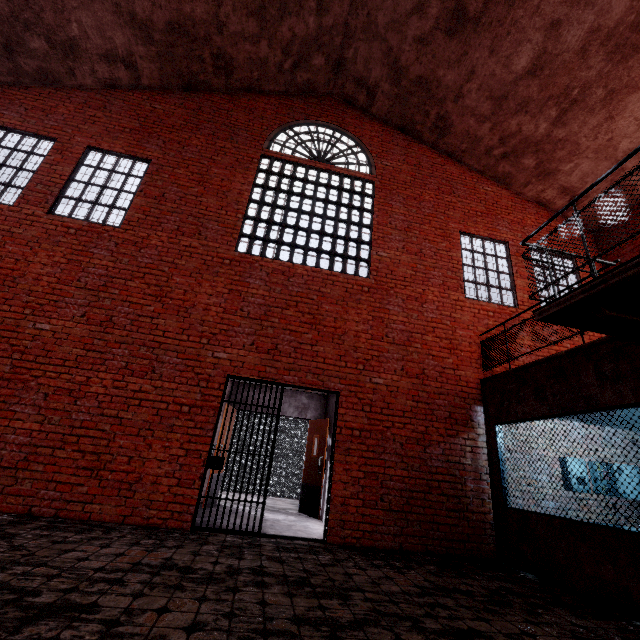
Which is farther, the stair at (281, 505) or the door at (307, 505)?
the stair at (281, 505)

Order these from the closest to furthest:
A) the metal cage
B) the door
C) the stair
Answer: the door → the stair → the metal cage

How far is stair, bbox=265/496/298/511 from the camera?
8.0 meters

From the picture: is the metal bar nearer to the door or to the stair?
the door

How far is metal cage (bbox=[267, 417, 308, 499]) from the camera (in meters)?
10.66

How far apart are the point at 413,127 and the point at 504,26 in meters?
2.8

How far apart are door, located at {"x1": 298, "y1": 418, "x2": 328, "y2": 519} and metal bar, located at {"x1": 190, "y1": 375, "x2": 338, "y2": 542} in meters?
2.1

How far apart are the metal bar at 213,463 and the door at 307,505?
2.1 meters
